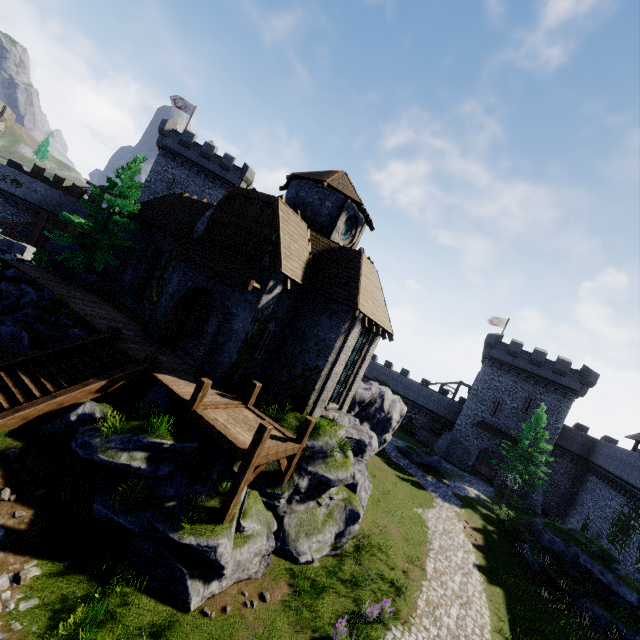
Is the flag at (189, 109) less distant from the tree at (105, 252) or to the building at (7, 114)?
the building at (7, 114)

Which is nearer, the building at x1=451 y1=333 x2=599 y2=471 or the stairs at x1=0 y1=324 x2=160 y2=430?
the stairs at x1=0 y1=324 x2=160 y2=430

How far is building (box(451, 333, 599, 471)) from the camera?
36.8m

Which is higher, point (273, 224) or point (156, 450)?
point (273, 224)

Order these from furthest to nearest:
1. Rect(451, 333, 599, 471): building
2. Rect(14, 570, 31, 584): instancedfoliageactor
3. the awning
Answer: Rect(451, 333, 599, 471): building, the awning, Rect(14, 570, 31, 584): instancedfoliageactor

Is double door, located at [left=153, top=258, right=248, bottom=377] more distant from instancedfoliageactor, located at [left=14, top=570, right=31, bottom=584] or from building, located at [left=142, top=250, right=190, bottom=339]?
instancedfoliageactor, located at [left=14, top=570, right=31, bottom=584]

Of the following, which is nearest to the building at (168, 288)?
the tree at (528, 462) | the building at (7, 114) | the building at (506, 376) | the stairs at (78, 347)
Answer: the stairs at (78, 347)

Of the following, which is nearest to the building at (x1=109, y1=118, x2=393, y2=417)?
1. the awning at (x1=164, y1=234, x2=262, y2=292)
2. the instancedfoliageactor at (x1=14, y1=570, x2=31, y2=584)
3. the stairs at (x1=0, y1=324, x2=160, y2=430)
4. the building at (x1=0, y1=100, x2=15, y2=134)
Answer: the awning at (x1=164, y1=234, x2=262, y2=292)
